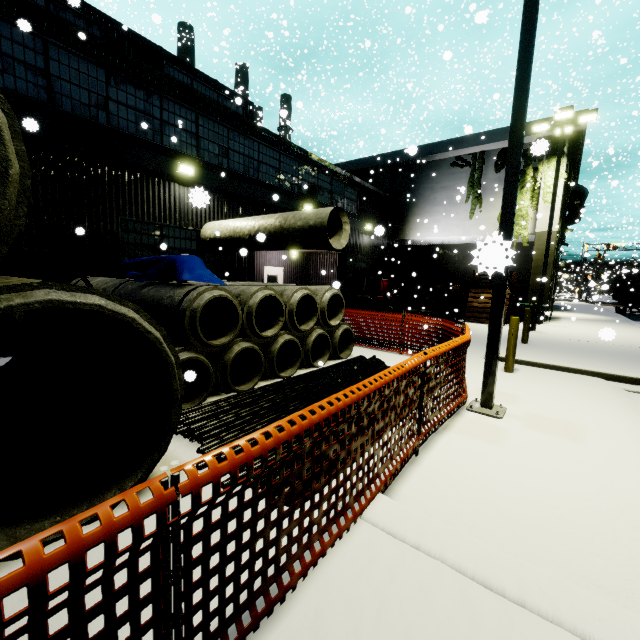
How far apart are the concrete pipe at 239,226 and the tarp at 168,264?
0.8 meters

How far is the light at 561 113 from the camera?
14.32m

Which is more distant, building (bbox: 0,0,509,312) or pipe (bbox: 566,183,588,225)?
pipe (bbox: 566,183,588,225)

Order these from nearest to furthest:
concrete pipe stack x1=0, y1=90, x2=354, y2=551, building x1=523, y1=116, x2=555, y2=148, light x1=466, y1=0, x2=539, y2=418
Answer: concrete pipe stack x1=0, y1=90, x2=354, y2=551
light x1=466, y1=0, x2=539, y2=418
building x1=523, y1=116, x2=555, y2=148

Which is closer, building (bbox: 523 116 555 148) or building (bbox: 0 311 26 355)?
building (bbox: 0 311 26 355)

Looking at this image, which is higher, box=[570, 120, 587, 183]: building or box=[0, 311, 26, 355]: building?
box=[570, 120, 587, 183]: building

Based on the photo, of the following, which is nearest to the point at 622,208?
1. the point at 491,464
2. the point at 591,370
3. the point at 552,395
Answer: the point at 591,370

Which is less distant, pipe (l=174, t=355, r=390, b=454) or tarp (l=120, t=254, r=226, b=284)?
pipe (l=174, t=355, r=390, b=454)
